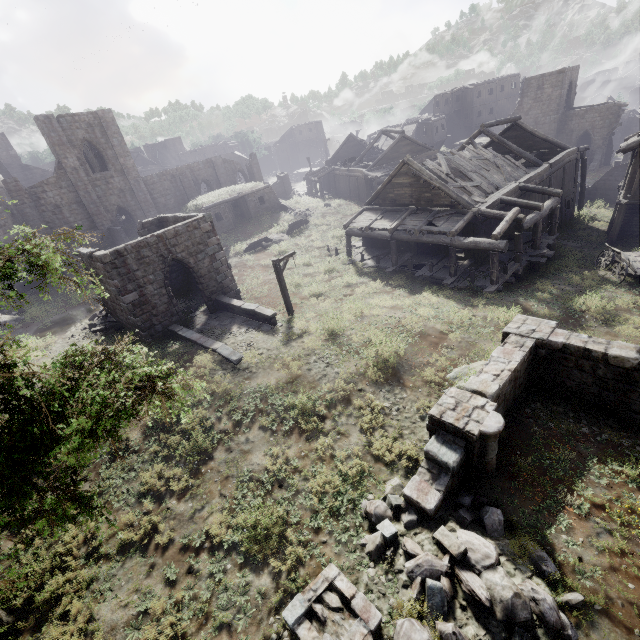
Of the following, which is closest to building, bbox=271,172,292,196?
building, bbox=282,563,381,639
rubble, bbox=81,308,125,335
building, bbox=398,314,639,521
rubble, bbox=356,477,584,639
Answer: rubble, bbox=81,308,125,335

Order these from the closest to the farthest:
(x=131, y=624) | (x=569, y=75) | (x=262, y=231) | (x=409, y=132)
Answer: (x=131, y=624) → (x=262, y=231) → (x=569, y=75) → (x=409, y=132)

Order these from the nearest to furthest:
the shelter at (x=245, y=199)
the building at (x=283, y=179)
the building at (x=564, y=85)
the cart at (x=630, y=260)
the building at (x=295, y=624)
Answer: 1. the building at (x=295, y=624)
2. the cart at (x=630, y=260)
3. the building at (x=564, y=85)
4. the shelter at (x=245, y=199)
5. the building at (x=283, y=179)

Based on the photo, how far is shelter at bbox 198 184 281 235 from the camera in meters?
31.2 m

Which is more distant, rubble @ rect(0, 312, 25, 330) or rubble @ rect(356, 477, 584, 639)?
rubble @ rect(0, 312, 25, 330)

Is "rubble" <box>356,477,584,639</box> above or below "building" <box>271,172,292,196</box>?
below

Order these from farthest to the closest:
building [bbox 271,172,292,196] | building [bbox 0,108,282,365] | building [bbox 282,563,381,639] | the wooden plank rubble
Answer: building [bbox 271,172,292,196]
the wooden plank rubble
building [bbox 0,108,282,365]
building [bbox 282,563,381,639]

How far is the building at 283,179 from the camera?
45.8 meters
